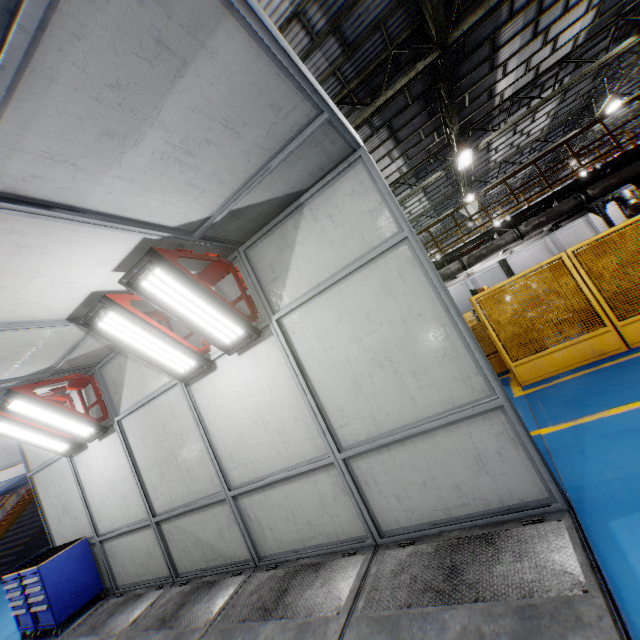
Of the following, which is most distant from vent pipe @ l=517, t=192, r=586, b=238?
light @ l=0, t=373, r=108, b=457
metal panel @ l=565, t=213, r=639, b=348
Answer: light @ l=0, t=373, r=108, b=457

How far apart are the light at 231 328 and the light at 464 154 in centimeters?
1287cm

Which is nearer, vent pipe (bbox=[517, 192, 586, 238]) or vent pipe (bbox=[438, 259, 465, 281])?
vent pipe (bbox=[517, 192, 586, 238])

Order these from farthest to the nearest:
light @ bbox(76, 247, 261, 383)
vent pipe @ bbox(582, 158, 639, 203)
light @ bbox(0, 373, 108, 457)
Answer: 1. vent pipe @ bbox(582, 158, 639, 203)
2. light @ bbox(0, 373, 108, 457)
3. light @ bbox(76, 247, 261, 383)

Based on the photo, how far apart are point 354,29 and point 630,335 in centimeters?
908cm

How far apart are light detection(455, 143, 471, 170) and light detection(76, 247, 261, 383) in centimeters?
1287cm

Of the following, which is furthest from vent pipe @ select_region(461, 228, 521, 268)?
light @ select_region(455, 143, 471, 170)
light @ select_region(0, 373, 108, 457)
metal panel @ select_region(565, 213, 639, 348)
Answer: light @ select_region(0, 373, 108, 457)

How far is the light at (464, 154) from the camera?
13.2 meters
